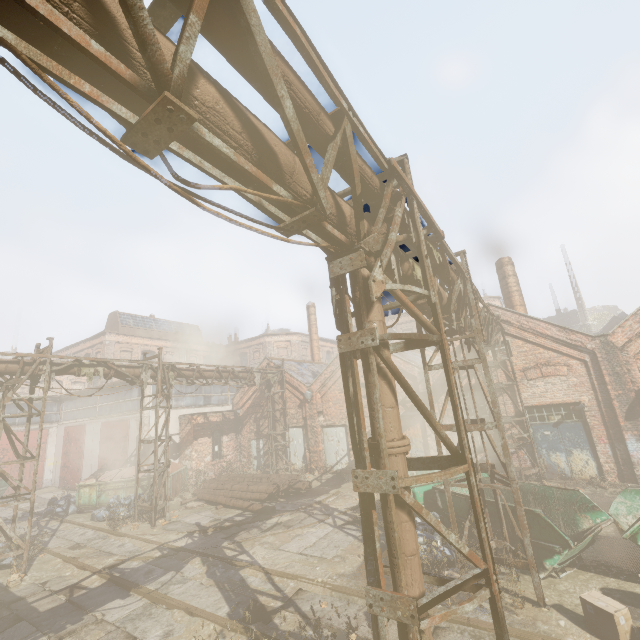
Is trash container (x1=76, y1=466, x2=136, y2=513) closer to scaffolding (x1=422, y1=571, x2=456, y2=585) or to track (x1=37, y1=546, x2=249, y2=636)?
track (x1=37, y1=546, x2=249, y2=636)

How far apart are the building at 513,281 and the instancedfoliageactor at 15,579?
20.3 meters

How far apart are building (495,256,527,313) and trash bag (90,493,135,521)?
19.5 meters

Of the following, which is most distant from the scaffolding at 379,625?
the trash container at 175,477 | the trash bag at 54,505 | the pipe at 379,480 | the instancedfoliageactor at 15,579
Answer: the trash bag at 54,505

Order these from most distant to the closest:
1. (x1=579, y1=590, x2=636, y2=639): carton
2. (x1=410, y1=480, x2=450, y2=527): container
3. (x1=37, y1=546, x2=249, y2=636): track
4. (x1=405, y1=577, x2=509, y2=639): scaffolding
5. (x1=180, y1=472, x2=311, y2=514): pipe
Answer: (x1=180, y1=472, x2=311, y2=514): pipe < (x1=410, y1=480, x2=450, y2=527): container < (x1=37, y1=546, x2=249, y2=636): track < (x1=579, y1=590, x2=636, y2=639): carton < (x1=405, y1=577, x2=509, y2=639): scaffolding

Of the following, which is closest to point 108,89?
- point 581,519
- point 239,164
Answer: point 239,164

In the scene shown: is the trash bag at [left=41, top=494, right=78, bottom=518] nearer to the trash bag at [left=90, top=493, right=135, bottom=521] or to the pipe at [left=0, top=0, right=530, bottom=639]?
the trash bag at [left=90, top=493, right=135, bottom=521]

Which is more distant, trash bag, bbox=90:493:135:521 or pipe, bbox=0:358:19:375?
trash bag, bbox=90:493:135:521
